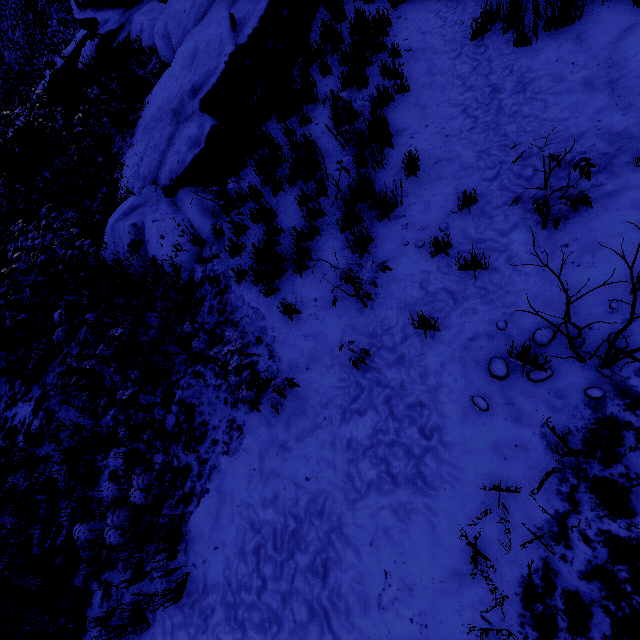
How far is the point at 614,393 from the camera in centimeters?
264cm
